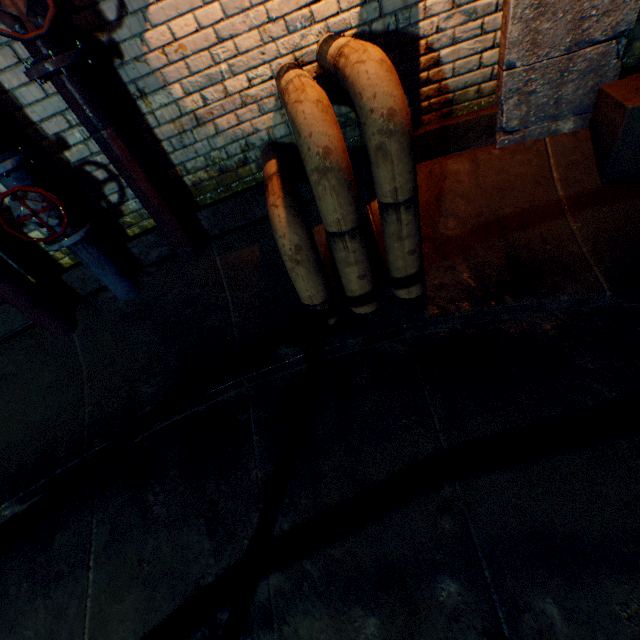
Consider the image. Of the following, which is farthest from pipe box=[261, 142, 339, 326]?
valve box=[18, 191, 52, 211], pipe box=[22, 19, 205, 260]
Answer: valve box=[18, 191, 52, 211]

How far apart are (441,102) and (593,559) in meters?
2.8 m

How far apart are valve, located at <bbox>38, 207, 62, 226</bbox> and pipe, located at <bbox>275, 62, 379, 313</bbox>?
1.3 meters

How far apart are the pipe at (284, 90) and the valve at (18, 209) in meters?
1.3

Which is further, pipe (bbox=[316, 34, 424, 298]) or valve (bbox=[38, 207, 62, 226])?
valve (bbox=[38, 207, 62, 226])

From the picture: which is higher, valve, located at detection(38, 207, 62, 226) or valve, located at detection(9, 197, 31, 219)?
valve, located at detection(9, 197, 31, 219)

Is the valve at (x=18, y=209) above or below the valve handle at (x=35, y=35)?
below
